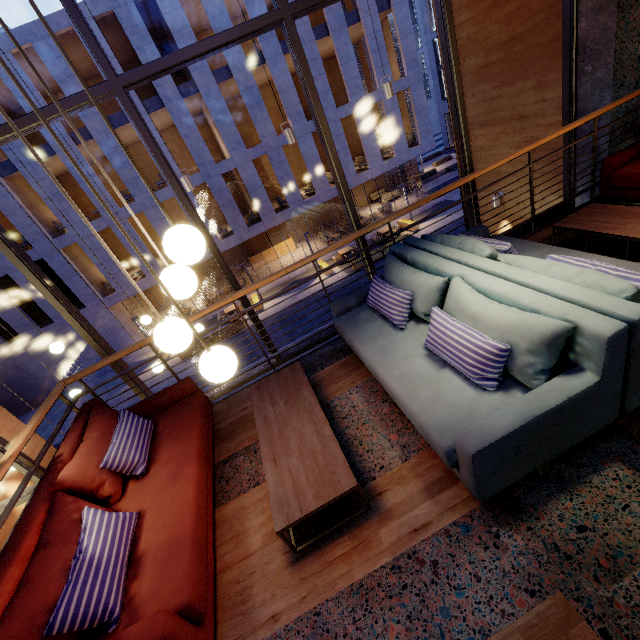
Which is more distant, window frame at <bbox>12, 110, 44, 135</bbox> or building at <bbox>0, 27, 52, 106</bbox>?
building at <bbox>0, 27, 52, 106</bbox>

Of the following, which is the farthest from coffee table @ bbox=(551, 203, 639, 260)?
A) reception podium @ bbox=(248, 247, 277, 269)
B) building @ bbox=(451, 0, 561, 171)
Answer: reception podium @ bbox=(248, 247, 277, 269)

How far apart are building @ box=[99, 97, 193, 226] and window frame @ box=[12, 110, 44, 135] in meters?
16.8

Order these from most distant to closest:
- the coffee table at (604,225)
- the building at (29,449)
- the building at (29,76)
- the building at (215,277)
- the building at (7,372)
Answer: the building at (215,277) < the building at (7,372) < the building at (29,76) < the building at (29,449) < the coffee table at (604,225)

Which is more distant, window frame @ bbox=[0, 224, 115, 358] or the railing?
window frame @ bbox=[0, 224, 115, 358]

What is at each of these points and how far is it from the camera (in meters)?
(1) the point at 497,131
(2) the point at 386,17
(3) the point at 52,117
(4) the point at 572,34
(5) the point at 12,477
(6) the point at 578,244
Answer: (1) building, 6.54
(2) building, 20.05
(3) window frame, 3.31
(4) window frame, 4.59
(5) building, 6.54
(6) building, 3.82

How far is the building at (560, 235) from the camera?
4.0m
